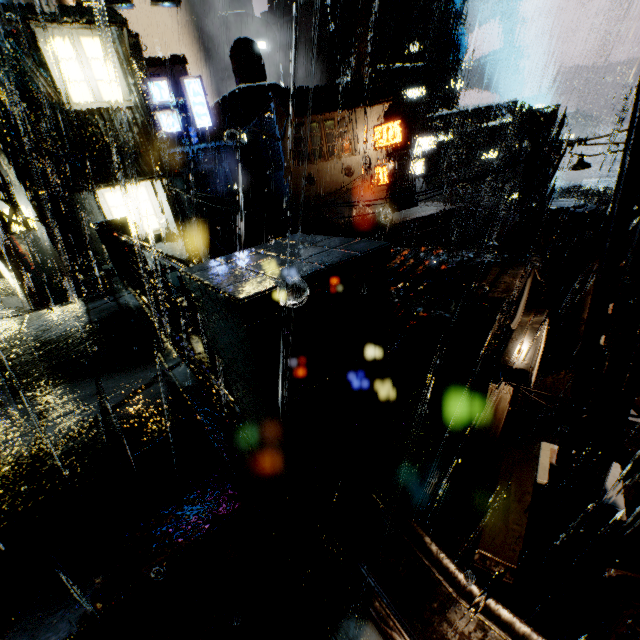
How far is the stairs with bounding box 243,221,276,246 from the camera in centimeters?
3531cm

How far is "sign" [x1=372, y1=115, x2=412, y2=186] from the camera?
Result: 21.75m

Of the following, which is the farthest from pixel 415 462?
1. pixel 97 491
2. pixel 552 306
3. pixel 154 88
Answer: pixel 154 88

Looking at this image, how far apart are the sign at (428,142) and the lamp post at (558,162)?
27.15m

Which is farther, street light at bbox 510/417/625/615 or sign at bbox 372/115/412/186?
sign at bbox 372/115/412/186

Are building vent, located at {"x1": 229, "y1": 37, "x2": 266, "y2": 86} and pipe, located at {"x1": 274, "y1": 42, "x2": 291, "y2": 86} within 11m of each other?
no

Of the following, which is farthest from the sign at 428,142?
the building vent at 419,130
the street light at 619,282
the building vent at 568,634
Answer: the building vent at 568,634

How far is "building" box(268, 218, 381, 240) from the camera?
24.52m
